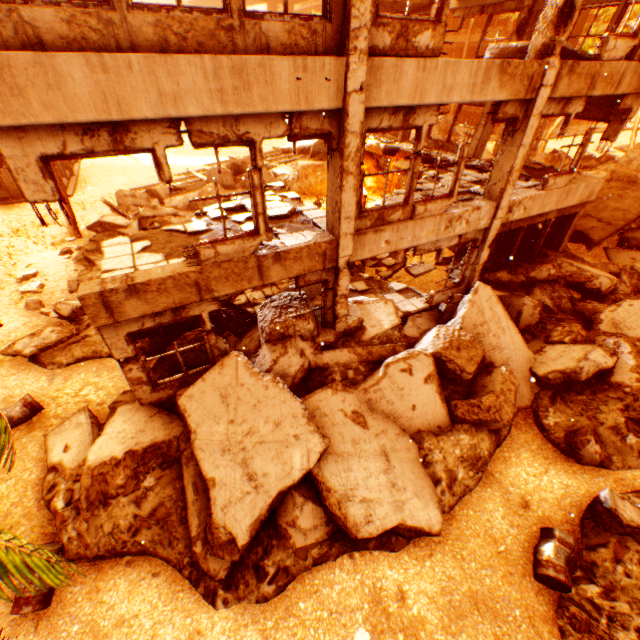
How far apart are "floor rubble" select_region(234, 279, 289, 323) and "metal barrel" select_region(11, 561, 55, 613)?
5.99m

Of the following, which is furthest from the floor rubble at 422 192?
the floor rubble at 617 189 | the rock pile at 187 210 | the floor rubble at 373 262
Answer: the rock pile at 187 210

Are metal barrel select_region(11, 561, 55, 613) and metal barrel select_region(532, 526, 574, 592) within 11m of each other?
yes

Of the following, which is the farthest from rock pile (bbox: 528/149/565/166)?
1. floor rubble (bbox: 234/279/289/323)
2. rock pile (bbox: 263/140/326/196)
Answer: floor rubble (bbox: 234/279/289/323)

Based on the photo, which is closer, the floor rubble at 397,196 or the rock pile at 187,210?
the floor rubble at 397,196

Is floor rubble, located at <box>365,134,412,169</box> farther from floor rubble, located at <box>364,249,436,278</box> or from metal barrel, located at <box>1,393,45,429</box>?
metal barrel, located at <box>1,393,45,429</box>

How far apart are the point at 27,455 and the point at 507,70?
13.2 meters

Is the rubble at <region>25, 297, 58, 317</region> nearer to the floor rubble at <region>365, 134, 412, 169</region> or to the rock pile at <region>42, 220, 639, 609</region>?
the rock pile at <region>42, 220, 639, 609</region>
